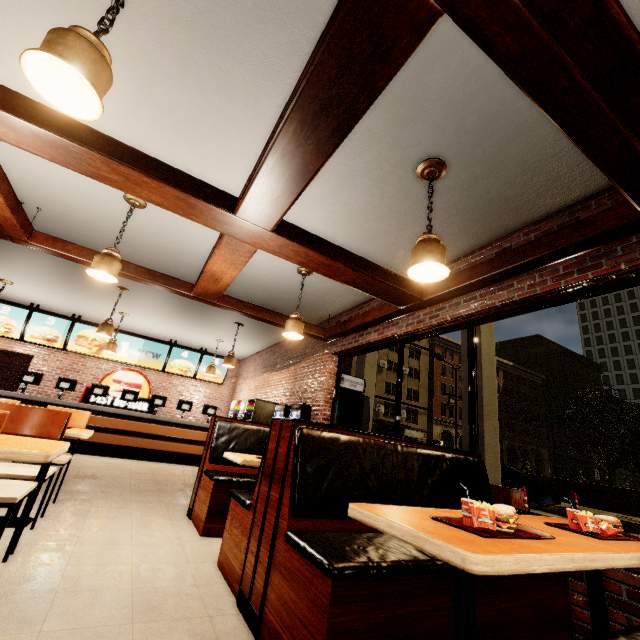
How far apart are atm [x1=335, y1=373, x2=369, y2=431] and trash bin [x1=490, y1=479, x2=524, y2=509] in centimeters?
313cm

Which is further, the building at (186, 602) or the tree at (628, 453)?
the tree at (628, 453)

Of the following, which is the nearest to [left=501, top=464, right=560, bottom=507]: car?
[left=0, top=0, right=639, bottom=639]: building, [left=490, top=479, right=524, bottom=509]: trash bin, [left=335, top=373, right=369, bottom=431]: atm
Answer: [left=0, top=0, right=639, bottom=639]: building

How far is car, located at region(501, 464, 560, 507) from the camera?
11.9 meters

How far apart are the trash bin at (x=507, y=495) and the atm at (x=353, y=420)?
3.1 meters

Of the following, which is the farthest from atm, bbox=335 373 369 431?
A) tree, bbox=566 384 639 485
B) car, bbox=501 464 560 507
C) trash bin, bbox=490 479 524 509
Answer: tree, bbox=566 384 639 485

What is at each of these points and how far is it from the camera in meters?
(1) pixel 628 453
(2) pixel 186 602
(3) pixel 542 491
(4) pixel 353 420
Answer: (1) tree, 21.8
(2) building, 2.0
(3) car, 12.1
(4) atm, 6.6

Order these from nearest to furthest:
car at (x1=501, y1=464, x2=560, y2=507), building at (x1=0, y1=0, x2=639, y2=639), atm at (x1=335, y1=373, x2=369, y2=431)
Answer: building at (x1=0, y1=0, x2=639, y2=639) → atm at (x1=335, y1=373, x2=369, y2=431) → car at (x1=501, y1=464, x2=560, y2=507)
